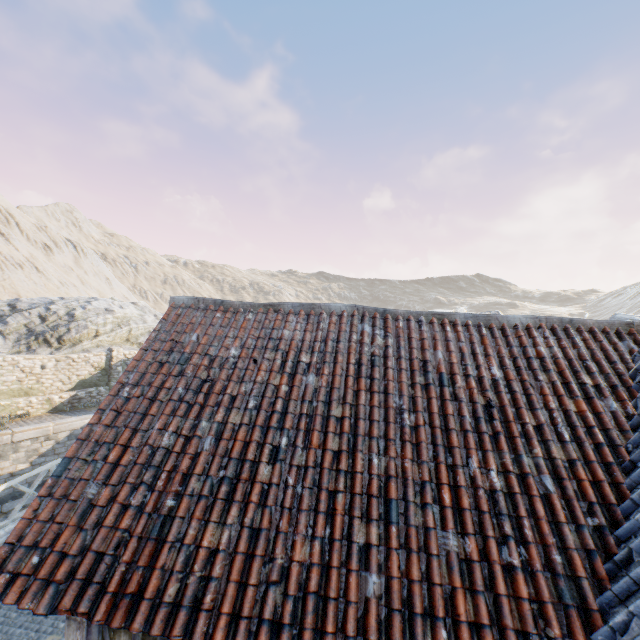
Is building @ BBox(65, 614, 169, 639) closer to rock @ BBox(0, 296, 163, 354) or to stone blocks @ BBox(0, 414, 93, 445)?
stone blocks @ BBox(0, 414, 93, 445)

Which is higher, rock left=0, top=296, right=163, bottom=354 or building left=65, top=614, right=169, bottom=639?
rock left=0, top=296, right=163, bottom=354

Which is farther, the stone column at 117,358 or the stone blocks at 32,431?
the stone column at 117,358

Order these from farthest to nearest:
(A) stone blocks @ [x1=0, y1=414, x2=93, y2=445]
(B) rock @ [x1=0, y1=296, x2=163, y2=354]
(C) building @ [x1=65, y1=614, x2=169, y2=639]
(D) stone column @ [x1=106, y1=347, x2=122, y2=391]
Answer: (B) rock @ [x1=0, y1=296, x2=163, y2=354]
(D) stone column @ [x1=106, y1=347, x2=122, y2=391]
(A) stone blocks @ [x1=0, y1=414, x2=93, y2=445]
(C) building @ [x1=65, y1=614, x2=169, y2=639]

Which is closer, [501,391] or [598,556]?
[598,556]

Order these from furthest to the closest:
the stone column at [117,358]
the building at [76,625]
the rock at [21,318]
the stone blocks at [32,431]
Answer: the rock at [21,318] → the stone column at [117,358] → the stone blocks at [32,431] → the building at [76,625]

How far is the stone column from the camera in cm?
1980

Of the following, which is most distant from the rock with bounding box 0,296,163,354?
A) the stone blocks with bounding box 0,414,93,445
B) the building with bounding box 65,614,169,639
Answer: the building with bounding box 65,614,169,639
